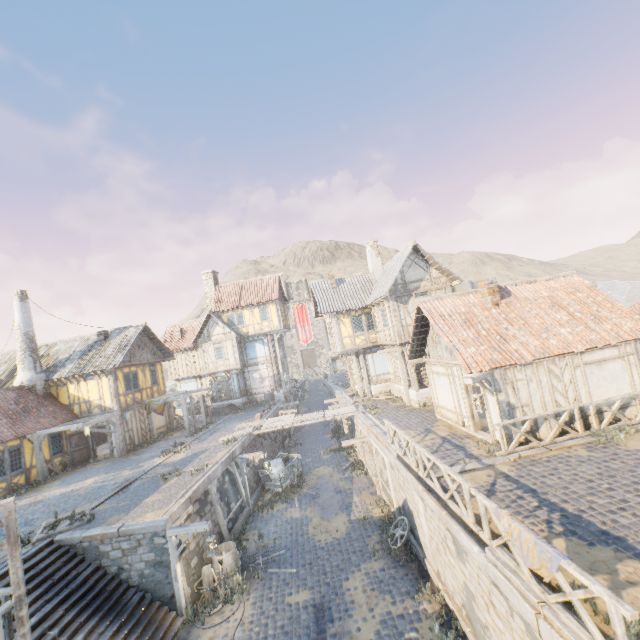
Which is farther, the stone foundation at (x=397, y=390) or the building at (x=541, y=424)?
the stone foundation at (x=397, y=390)

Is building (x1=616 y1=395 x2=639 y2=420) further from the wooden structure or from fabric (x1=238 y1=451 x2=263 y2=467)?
the wooden structure

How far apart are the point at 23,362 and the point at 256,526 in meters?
18.7

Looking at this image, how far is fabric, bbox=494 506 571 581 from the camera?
4.89m

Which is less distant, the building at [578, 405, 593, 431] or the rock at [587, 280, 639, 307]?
the building at [578, 405, 593, 431]

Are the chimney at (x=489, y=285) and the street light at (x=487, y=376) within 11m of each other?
yes

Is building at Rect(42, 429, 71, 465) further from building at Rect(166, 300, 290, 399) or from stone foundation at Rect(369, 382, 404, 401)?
stone foundation at Rect(369, 382, 404, 401)

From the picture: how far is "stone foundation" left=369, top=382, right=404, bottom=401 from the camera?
22.0m
